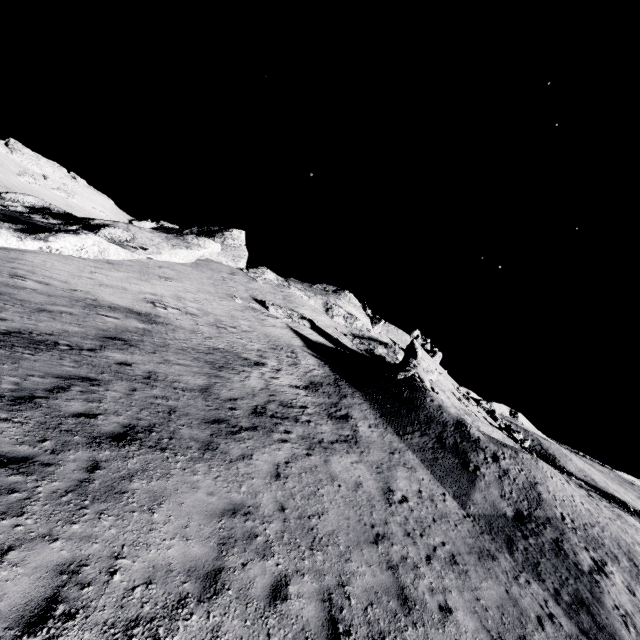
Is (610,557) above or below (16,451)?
above
